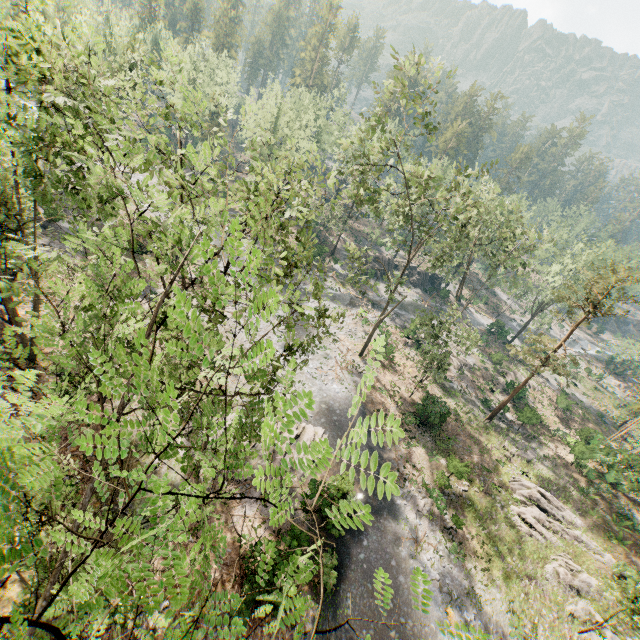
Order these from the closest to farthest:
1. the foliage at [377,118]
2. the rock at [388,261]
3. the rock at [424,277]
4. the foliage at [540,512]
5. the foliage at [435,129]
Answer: the foliage at [377,118] < the foliage at [540,512] < the foliage at [435,129] < the rock at [388,261] < the rock at [424,277]

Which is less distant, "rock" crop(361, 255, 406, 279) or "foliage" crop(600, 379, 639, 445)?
"foliage" crop(600, 379, 639, 445)

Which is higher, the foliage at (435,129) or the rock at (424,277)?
the foliage at (435,129)

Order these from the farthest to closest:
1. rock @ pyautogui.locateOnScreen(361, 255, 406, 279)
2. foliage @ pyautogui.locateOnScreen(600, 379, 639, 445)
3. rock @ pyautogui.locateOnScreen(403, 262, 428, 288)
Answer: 1. rock @ pyautogui.locateOnScreen(403, 262, 428, 288)
2. rock @ pyautogui.locateOnScreen(361, 255, 406, 279)
3. foliage @ pyautogui.locateOnScreen(600, 379, 639, 445)

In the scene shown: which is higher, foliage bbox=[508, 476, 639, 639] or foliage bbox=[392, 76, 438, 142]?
foliage bbox=[392, 76, 438, 142]

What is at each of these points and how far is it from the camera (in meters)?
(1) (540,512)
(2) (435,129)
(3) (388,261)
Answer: (1) foliage, 25.16
(2) foliage, 20.62
(3) rock, 56.22
